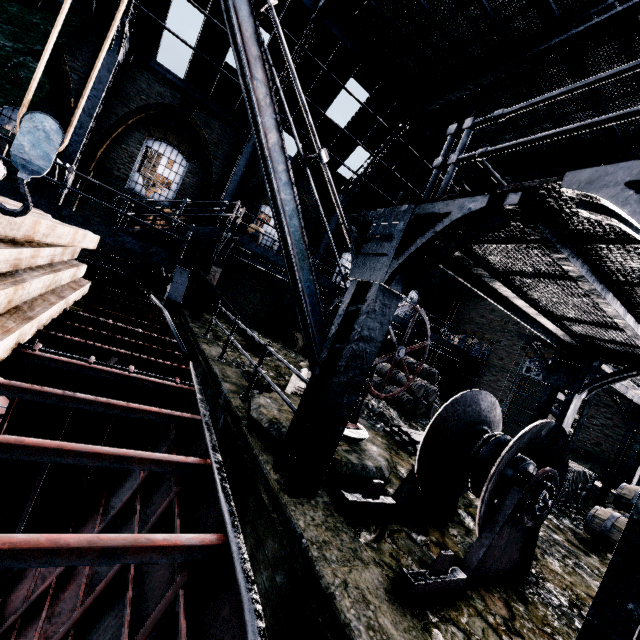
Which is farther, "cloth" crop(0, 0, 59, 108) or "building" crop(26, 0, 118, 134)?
"building" crop(26, 0, 118, 134)

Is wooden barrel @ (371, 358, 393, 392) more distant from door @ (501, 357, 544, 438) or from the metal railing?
door @ (501, 357, 544, 438)

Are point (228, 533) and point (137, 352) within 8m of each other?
yes

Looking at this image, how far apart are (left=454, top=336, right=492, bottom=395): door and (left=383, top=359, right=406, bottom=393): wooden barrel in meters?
10.1 m

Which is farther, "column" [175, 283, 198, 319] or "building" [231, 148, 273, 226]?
"building" [231, 148, 273, 226]

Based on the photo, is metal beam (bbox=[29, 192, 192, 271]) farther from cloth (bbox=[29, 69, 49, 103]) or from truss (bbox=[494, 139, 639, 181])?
truss (bbox=[494, 139, 639, 181])

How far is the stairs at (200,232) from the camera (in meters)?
12.34

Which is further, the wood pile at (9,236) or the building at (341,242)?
the building at (341,242)
